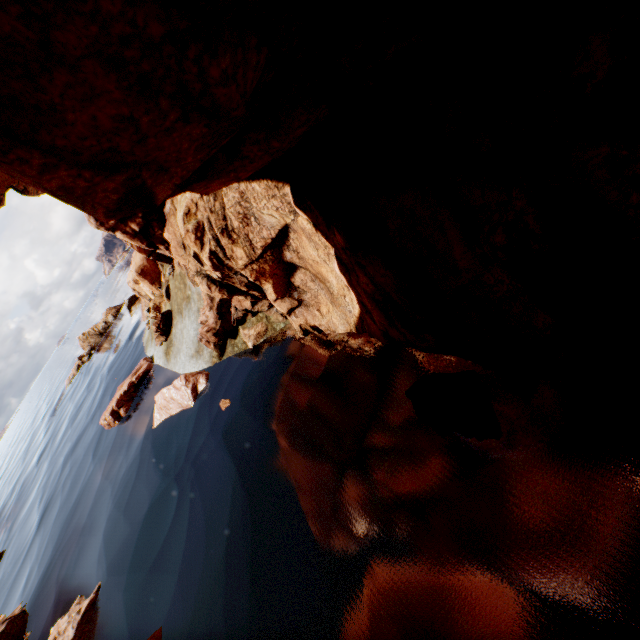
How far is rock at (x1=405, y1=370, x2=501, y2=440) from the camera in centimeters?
429cm

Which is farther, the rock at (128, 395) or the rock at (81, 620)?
the rock at (128, 395)

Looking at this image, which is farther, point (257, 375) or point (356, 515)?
point (257, 375)

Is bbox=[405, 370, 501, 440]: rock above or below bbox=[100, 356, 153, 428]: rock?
below

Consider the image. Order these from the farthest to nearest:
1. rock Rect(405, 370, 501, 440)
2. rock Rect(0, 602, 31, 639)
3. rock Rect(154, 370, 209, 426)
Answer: rock Rect(0, 602, 31, 639) → rock Rect(154, 370, 209, 426) → rock Rect(405, 370, 501, 440)
